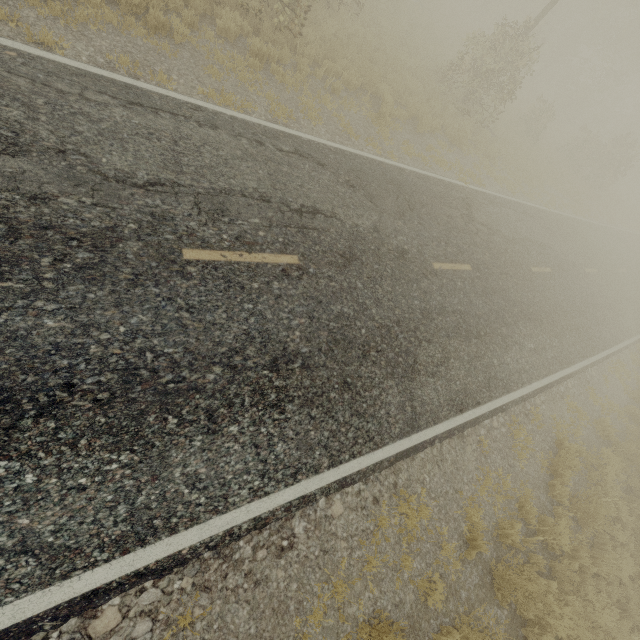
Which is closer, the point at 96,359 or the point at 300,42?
the point at 96,359
